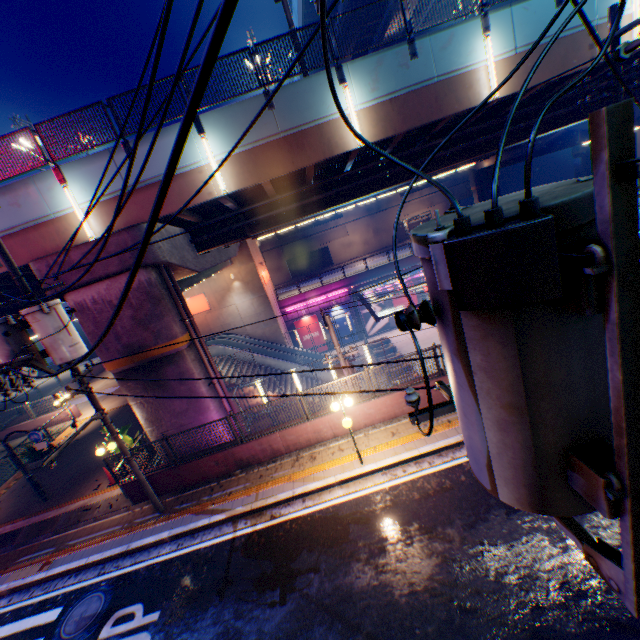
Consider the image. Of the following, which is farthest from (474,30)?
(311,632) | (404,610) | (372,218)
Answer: (372,218)

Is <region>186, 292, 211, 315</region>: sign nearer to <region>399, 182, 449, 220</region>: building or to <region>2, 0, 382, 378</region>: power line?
<region>2, 0, 382, 378</region>: power line

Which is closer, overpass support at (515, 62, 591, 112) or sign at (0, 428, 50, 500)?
overpass support at (515, 62, 591, 112)

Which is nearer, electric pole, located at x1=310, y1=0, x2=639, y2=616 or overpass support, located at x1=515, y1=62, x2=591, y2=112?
electric pole, located at x1=310, y1=0, x2=639, y2=616

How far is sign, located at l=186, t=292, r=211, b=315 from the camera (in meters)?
28.55

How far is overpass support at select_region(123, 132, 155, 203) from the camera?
10.73m

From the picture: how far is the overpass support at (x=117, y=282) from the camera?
11.0 meters

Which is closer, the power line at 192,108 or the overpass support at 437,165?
the power line at 192,108
